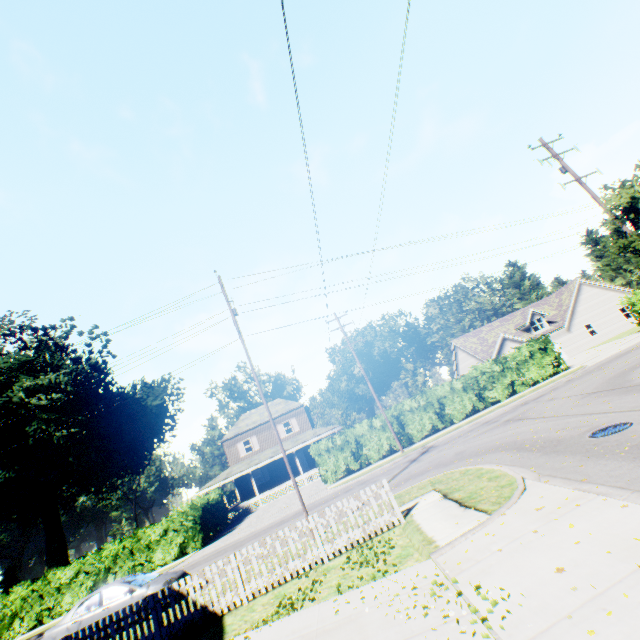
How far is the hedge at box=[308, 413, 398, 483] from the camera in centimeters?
2458cm

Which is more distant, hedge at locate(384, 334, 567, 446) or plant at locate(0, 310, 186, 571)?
plant at locate(0, 310, 186, 571)

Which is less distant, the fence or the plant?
the fence

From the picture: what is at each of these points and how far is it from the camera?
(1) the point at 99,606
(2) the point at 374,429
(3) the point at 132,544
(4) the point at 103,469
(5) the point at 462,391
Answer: (1) car, 11.8m
(2) hedge, 25.5m
(3) hedge, 23.3m
(4) plant, 47.8m
(5) hedge, 26.2m

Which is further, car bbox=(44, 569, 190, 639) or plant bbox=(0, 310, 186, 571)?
plant bbox=(0, 310, 186, 571)

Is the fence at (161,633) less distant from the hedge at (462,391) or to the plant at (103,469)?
the hedge at (462,391)

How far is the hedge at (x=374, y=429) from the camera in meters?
24.6 m
